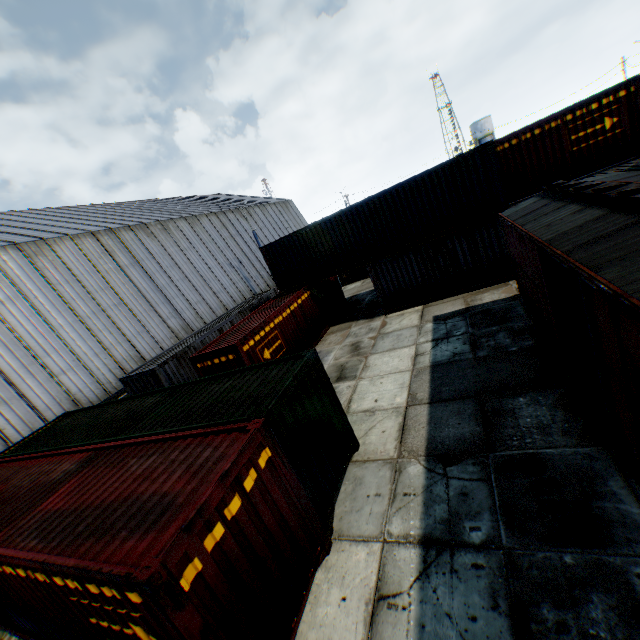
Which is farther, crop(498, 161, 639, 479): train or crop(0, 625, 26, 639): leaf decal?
crop(0, 625, 26, 639): leaf decal

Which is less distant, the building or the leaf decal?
the leaf decal

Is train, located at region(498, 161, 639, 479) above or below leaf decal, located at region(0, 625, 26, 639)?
above

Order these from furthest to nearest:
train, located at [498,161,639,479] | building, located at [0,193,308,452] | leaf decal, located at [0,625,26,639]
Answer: building, located at [0,193,308,452]
leaf decal, located at [0,625,26,639]
train, located at [498,161,639,479]

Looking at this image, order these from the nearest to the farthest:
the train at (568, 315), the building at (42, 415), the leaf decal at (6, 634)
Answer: the train at (568, 315) → the leaf decal at (6, 634) → the building at (42, 415)

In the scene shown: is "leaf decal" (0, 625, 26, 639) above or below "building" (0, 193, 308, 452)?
below

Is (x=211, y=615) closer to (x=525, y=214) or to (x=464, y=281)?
(x=525, y=214)

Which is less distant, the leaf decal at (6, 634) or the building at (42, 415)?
the leaf decal at (6, 634)
